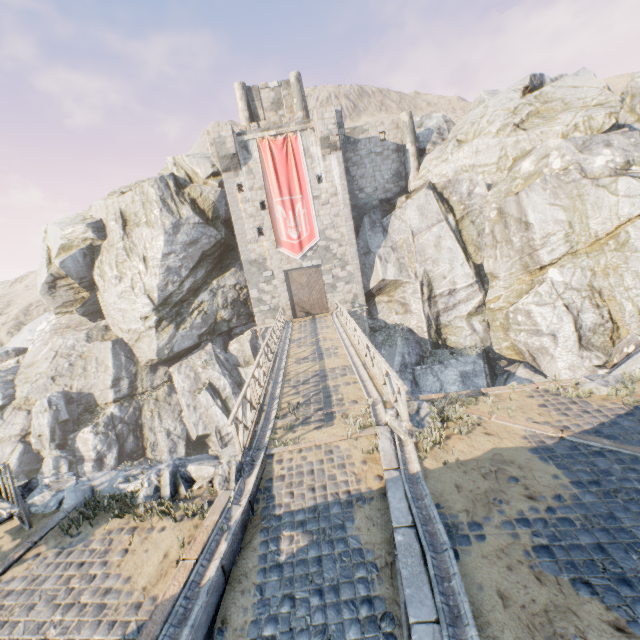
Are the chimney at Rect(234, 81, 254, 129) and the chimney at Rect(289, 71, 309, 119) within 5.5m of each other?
yes

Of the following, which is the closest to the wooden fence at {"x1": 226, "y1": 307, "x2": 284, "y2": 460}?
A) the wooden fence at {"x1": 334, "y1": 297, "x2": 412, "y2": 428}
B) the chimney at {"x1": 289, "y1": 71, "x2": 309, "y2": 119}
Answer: the wooden fence at {"x1": 334, "y1": 297, "x2": 412, "y2": 428}

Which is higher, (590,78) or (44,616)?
(590,78)

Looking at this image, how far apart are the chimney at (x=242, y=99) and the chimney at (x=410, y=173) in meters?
11.9

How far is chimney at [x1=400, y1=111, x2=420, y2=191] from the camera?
26.05m

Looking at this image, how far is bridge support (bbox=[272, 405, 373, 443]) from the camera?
8.6m

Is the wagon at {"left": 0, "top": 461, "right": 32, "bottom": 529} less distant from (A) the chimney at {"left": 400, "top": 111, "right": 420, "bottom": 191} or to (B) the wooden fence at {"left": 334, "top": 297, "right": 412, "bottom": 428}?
(B) the wooden fence at {"left": 334, "top": 297, "right": 412, "bottom": 428}

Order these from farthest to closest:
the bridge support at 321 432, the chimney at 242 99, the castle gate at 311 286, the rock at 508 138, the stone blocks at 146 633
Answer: the chimney at 242 99, the castle gate at 311 286, the rock at 508 138, the bridge support at 321 432, the stone blocks at 146 633
